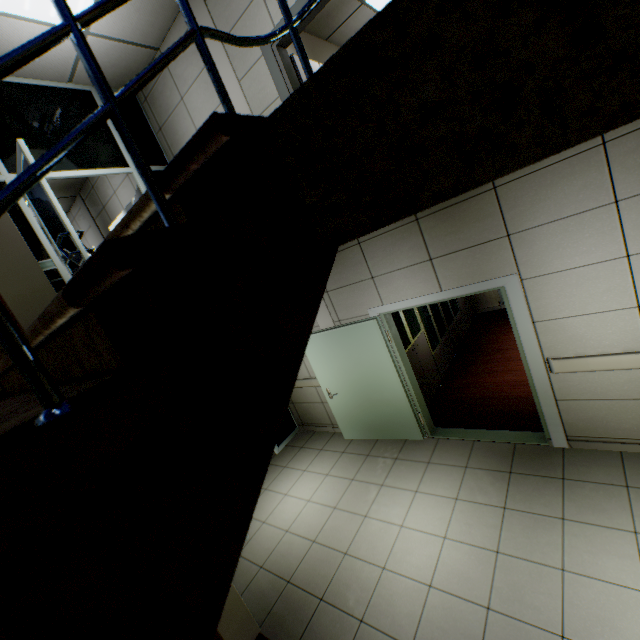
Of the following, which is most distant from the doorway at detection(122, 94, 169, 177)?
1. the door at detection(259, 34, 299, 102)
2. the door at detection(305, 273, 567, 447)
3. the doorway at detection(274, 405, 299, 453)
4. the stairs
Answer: the door at detection(259, 34, 299, 102)

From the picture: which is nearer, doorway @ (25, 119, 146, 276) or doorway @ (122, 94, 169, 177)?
doorway @ (25, 119, 146, 276)

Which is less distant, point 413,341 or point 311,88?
point 311,88

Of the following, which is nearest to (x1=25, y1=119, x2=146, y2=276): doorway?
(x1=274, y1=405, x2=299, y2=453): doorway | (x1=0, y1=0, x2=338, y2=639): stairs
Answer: (x1=274, y1=405, x2=299, y2=453): doorway

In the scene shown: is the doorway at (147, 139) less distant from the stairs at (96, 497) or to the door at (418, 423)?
the stairs at (96, 497)

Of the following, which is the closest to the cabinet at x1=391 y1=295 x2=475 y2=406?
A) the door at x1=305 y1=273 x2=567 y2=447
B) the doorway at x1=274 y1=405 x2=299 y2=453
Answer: the door at x1=305 y1=273 x2=567 y2=447

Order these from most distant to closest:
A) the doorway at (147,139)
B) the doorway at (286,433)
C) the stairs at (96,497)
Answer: the doorway at (286,433)
the doorway at (147,139)
the stairs at (96,497)
